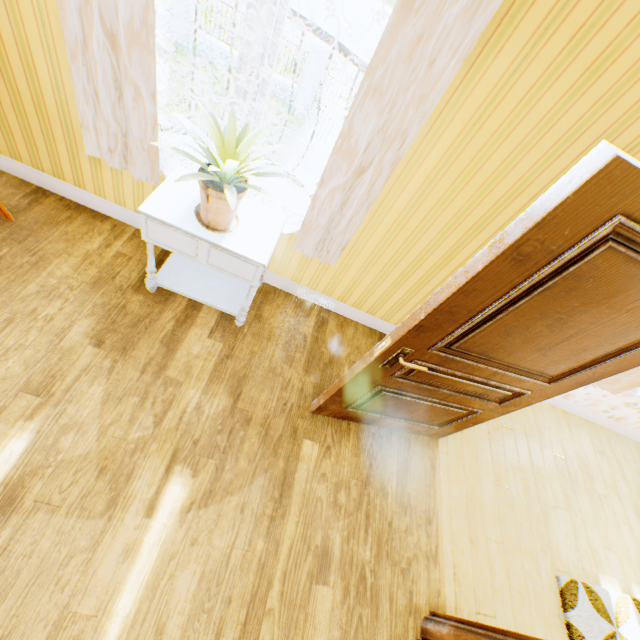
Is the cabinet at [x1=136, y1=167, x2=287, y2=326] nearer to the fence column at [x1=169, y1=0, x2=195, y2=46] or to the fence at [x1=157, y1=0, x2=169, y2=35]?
the fence column at [x1=169, y1=0, x2=195, y2=46]

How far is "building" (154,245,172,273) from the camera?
2.7m

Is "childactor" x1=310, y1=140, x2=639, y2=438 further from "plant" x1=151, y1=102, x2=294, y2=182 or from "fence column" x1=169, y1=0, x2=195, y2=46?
"fence column" x1=169, y1=0, x2=195, y2=46

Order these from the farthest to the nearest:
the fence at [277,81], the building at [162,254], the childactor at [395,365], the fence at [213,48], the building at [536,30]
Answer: the fence at [277,81], the fence at [213,48], the building at [162,254], the building at [536,30], the childactor at [395,365]

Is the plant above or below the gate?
above

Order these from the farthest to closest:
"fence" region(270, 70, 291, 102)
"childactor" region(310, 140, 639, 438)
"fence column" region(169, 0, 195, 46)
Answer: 1. "fence" region(270, 70, 291, 102)
2. "fence column" region(169, 0, 195, 46)
3. "childactor" region(310, 140, 639, 438)

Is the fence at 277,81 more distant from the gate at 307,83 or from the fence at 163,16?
the fence at 163,16

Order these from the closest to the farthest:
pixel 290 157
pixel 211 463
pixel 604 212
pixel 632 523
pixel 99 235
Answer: pixel 604 212 < pixel 211 463 < pixel 99 235 < pixel 632 523 < pixel 290 157
